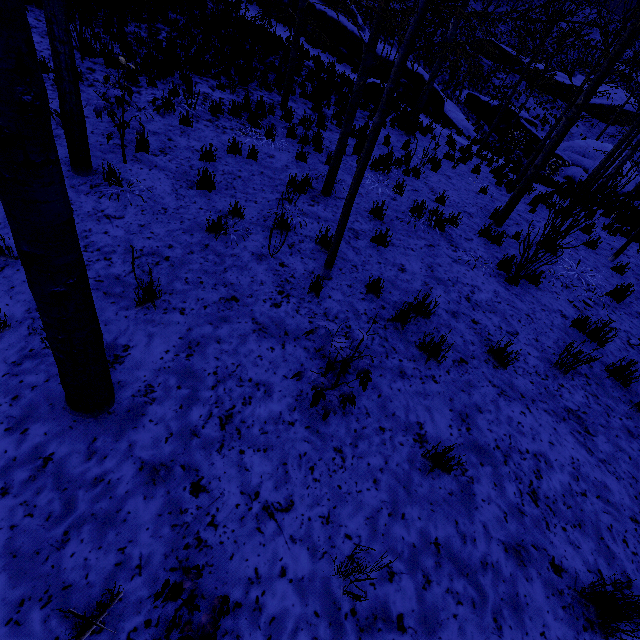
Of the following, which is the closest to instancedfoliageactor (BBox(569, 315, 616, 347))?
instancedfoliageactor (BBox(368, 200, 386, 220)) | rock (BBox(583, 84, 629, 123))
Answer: instancedfoliageactor (BBox(368, 200, 386, 220))

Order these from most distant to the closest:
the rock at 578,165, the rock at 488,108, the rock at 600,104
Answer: the rock at 600,104 < the rock at 488,108 < the rock at 578,165

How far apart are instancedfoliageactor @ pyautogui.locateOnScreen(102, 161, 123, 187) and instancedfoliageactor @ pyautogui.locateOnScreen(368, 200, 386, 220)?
2.2 meters

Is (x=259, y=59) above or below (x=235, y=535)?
above

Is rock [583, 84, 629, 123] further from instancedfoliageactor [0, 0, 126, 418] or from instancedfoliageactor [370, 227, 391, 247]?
instancedfoliageactor [370, 227, 391, 247]

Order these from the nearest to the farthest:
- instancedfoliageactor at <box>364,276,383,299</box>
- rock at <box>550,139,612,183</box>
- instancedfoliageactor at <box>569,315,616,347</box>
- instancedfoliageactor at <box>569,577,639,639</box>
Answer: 1. instancedfoliageactor at <box>569,577,639,639</box>
2. instancedfoliageactor at <box>364,276,383,299</box>
3. instancedfoliageactor at <box>569,315,616,347</box>
4. rock at <box>550,139,612,183</box>

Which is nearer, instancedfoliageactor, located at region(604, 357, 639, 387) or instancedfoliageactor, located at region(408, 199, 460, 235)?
instancedfoliageactor, located at region(604, 357, 639, 387)

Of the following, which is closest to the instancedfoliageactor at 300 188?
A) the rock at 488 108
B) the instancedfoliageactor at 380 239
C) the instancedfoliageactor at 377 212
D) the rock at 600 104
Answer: the instancedfoliageactor at 377 212
